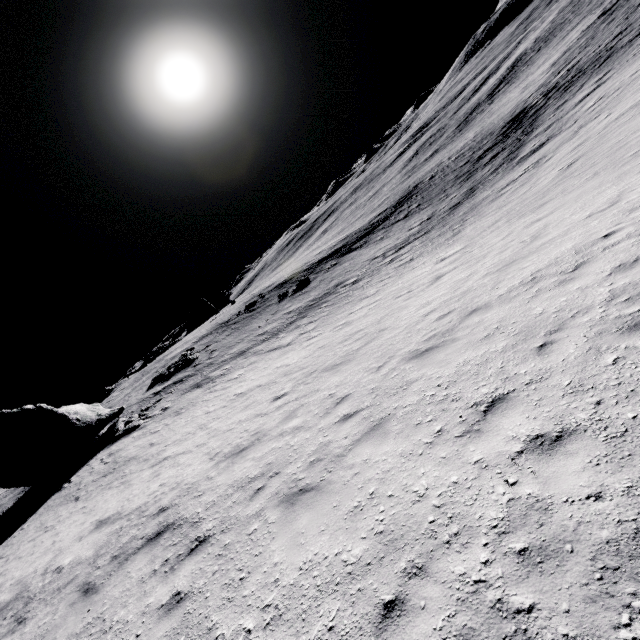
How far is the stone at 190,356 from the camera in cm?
3083

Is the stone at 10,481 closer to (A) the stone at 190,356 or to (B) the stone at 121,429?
(B) the stone at 121,429

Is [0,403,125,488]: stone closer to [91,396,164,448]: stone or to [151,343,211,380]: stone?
[91,396,164,448]: stone

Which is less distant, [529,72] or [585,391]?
[585,391]

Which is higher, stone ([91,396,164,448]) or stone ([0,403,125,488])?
stone ([0,403,125,488])

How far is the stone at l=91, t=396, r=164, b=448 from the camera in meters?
20.5

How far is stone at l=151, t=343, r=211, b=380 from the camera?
30.8m
